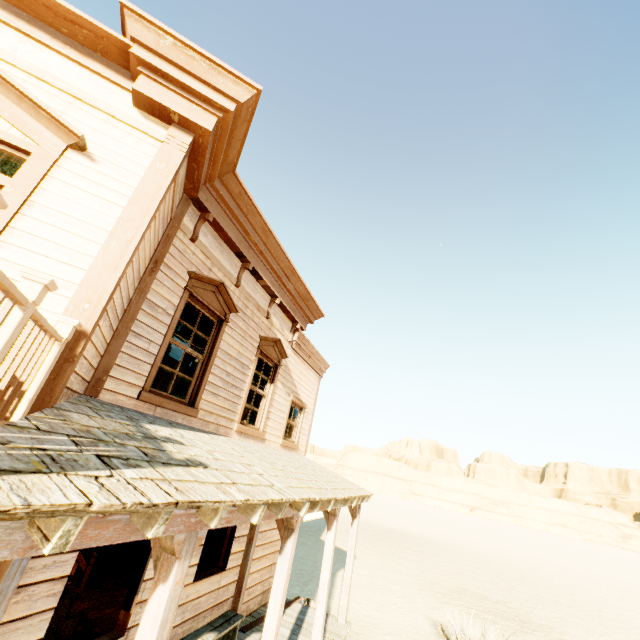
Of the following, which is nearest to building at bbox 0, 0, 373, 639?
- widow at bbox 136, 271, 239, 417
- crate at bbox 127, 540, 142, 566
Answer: widow at bbox 136, 271, 239, 417

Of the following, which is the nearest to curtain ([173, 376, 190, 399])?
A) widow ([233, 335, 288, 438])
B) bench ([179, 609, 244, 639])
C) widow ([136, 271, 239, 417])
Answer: widow ([136, 271, 239, 417])

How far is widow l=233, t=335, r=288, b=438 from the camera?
6.9m

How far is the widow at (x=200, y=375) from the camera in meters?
4.7

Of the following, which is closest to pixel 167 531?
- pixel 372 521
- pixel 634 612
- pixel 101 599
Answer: pixel 101 599

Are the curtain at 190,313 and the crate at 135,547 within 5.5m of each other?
no

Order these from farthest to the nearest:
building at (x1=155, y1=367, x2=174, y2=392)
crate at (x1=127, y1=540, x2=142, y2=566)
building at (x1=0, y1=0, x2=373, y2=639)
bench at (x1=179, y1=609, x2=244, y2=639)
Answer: building at (x1=155, y1=367, x2=174, y2=392)
crate at (x1=127, y1=540, x2=142, y2=566)
bench at (x1=179, y1=609, x2=244, y2=639)
building at (x1=0, y1=0, x2=373, y2=639)

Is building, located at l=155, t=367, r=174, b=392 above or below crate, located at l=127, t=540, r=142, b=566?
above
